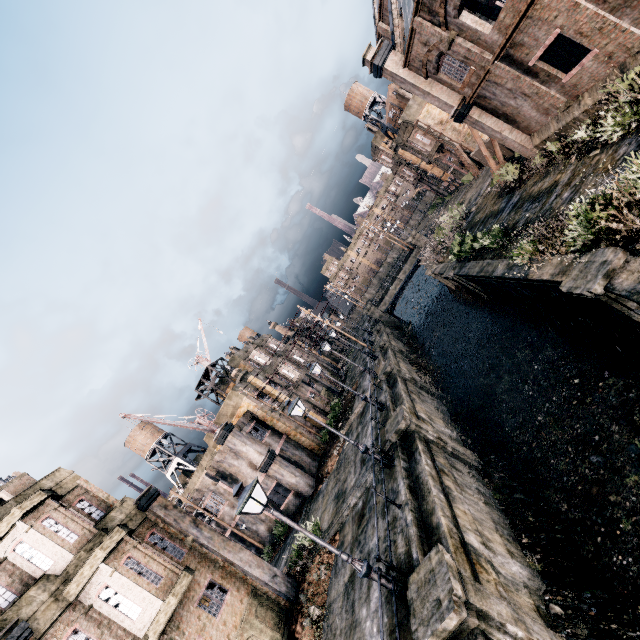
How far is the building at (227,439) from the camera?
26.98m

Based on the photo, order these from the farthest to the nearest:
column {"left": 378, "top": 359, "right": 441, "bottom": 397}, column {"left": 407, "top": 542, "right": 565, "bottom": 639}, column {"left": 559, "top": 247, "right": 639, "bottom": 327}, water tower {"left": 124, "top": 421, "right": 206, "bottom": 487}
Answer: water tower {"left": 124, "top": 421, "right": 206, "bottom": 487}
column {"left": 378, "top": 359, "right": 441, "bottom": 397}
column {"left": 559, "top": 247, "right": 639, "bottom": 327}
column {"left": 407, "top": 542, "right": 565, "bottom": 639}

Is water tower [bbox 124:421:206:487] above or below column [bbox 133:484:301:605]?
above

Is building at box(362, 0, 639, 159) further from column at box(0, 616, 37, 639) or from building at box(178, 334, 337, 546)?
building at box(178, 334, 337, 546)

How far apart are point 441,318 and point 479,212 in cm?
1357

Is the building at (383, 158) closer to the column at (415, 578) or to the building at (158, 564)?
the column at (415, 578)

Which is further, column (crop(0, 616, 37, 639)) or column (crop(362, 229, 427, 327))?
column (crop(362, 229, 427, 327))

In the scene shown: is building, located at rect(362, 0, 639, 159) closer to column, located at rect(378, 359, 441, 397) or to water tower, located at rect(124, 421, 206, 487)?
column, located at rect(378, 359, 441, 397)
